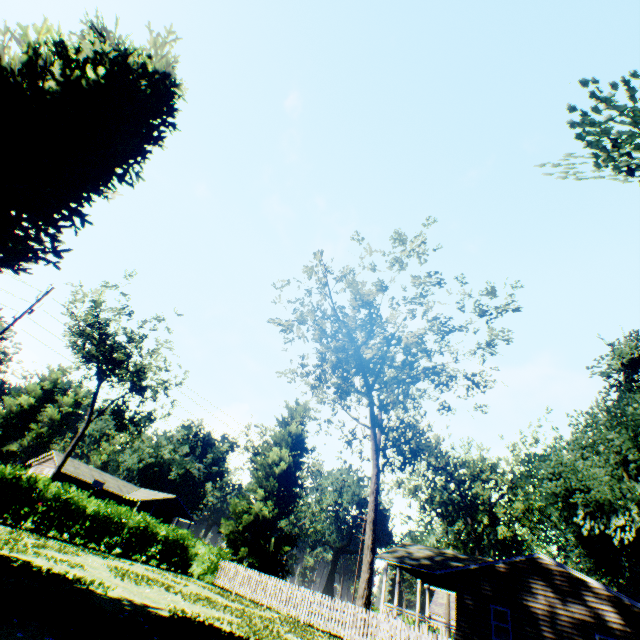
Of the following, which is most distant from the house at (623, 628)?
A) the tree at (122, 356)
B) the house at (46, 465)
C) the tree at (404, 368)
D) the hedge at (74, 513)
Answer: the house at (46, 465)

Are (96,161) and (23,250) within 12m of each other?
yes

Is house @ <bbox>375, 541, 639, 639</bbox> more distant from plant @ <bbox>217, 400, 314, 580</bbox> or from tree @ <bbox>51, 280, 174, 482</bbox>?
tree @ <bbox>51, 280, 174, 482</bbox>

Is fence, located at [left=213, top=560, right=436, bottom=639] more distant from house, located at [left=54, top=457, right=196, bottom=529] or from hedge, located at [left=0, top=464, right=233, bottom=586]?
house, located at [left=54, top=457, right=196, bottom=529]

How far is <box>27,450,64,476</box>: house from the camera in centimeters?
4447cm

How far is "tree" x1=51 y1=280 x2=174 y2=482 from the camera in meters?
33.7 m

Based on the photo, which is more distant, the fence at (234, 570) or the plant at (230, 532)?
the plant at (230, 532)

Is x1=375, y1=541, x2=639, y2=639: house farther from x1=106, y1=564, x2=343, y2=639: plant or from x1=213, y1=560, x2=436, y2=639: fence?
x1=213, y1=560, x2=436, y2=639: fence
